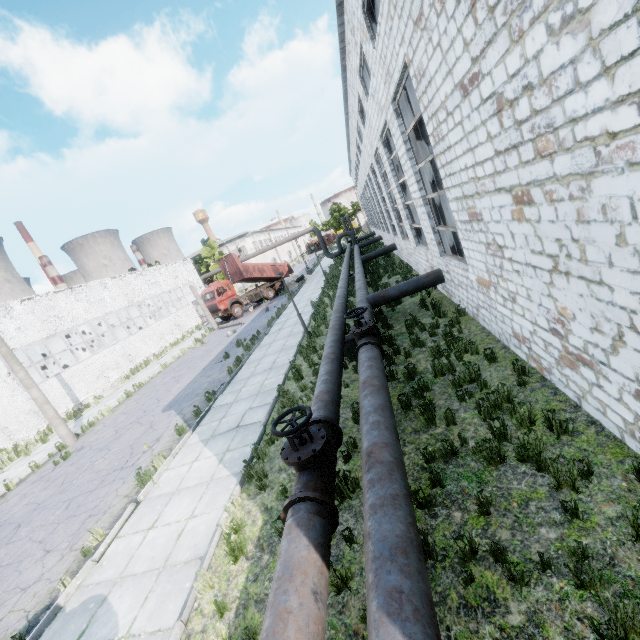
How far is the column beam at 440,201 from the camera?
11.2m

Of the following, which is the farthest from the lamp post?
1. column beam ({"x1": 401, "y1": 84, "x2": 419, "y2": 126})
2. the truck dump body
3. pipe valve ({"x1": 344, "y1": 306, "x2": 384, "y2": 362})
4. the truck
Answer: the truck dump body

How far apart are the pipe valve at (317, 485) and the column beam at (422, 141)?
8.5m

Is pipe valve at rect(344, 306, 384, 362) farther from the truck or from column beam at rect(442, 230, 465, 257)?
the truck

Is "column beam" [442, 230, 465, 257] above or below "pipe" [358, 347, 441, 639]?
above

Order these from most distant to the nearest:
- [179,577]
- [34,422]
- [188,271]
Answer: [188,271] → [34,422] → [179,577]

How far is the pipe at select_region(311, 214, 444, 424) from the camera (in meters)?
6.45

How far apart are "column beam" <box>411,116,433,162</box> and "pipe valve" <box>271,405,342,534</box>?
8.5 meters
